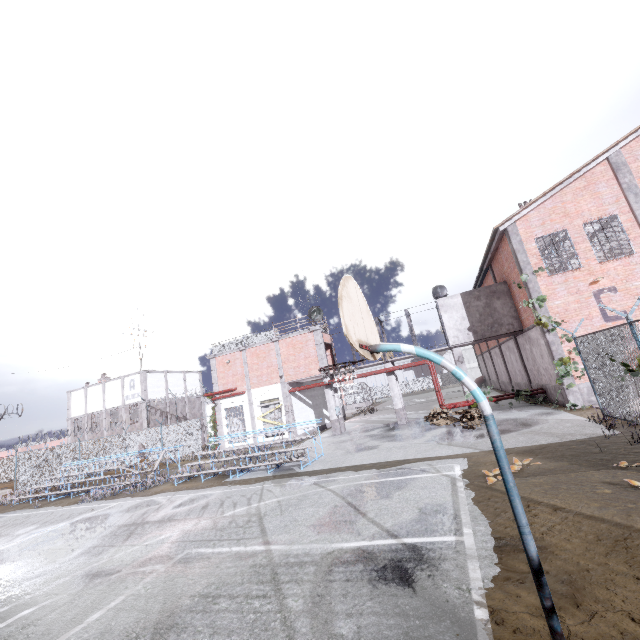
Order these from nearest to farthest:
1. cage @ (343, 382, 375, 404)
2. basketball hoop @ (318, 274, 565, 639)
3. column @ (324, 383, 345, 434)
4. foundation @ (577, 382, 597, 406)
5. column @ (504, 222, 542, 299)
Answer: basketball hoop @ (318, 274, 565, 639) → foundation @ (577, 382, 597, 406) → column @ (504, 222, 542, 299) → column @ (324, 383, 345, 434) → cage @ (343, 382, 375, 404)

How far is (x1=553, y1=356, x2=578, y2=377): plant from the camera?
13.9m

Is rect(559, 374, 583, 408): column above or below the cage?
below

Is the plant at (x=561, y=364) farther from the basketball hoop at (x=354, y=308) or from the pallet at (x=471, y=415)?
the basketball hoop at (x=354, y=308)

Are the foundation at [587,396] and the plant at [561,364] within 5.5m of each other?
yes

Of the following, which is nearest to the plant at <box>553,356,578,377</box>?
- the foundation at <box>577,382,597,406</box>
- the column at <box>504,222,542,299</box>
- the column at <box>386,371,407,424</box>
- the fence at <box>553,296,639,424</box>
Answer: the column at <box>504,222,542,299</box>

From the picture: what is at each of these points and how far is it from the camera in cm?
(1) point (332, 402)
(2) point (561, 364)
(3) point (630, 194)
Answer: (1) column, 2180
(2) plant, 1429
(3) column, 1447

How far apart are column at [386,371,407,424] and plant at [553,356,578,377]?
8.59m
